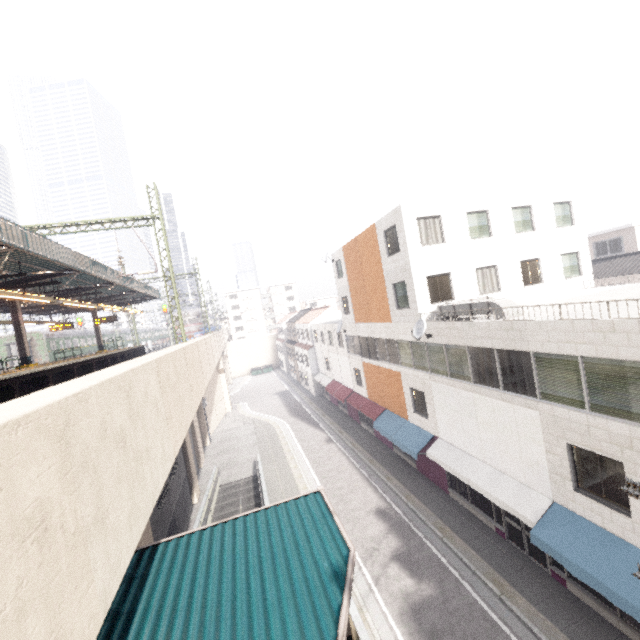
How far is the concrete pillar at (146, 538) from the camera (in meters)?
10.41

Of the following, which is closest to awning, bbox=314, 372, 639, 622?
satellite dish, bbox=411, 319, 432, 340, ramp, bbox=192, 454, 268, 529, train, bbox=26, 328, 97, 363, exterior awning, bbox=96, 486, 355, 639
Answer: satellite dish, bbox=411, 319, 432, 340

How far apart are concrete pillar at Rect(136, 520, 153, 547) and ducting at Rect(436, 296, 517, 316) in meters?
14.0

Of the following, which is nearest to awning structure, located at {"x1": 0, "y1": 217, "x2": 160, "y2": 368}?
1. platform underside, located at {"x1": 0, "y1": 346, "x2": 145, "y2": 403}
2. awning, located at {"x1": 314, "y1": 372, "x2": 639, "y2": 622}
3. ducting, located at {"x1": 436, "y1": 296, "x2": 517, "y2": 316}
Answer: platform underside, located at {"x1": 0, "y1": 346, "x2": 145, "y2": 403}

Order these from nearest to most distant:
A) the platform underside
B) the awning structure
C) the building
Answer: the platform underside → the awning structure → the building

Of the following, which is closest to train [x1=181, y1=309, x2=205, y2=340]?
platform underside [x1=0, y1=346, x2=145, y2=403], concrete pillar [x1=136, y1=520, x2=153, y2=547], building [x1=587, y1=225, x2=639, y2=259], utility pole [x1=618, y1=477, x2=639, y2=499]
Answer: platform underside [x1=0, y1=346, x2=145, y2=403]

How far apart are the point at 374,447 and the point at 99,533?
21.11m

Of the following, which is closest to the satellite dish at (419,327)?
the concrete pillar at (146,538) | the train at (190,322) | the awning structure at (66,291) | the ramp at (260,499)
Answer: the ramp at (260,499)
